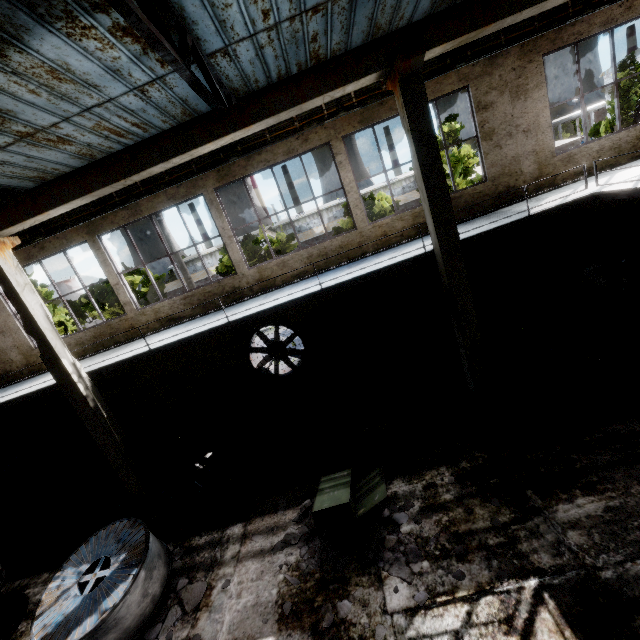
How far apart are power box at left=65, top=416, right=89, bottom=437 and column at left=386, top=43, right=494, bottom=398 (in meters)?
13.46

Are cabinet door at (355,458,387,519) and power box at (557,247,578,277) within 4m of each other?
no

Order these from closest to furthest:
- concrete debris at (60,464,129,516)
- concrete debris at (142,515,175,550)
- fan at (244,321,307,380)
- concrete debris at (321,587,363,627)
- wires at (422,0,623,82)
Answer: concrete debris at (321,587,363,627) → concrete debris at (142,515,175,550) → wires at (422,0,623,82) → concrete debris at (60,464,129,516) → fan at (244,321,307,380)

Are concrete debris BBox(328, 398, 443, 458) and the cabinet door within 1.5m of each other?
yes

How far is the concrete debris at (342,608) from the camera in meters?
4.9 m

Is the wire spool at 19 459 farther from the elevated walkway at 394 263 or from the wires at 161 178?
the wires at 161 178

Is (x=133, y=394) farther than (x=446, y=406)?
Yes

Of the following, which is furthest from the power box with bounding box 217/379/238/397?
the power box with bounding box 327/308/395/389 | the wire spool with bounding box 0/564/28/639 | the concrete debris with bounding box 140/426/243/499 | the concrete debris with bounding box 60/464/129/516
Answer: the wire spool with bounding box 0/564/28/639
